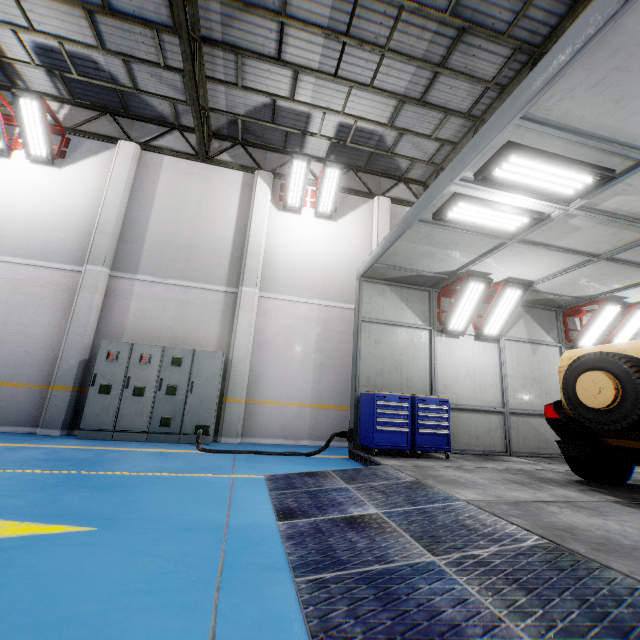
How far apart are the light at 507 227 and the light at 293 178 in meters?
5.4 m

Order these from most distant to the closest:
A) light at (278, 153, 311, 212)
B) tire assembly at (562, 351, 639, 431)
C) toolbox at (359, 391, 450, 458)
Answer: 1. light at (278, 153, 311, 212)
2. toolbox at (359, 391, 450, 458)
3. tire assembly at (562, 351, 639, 431)

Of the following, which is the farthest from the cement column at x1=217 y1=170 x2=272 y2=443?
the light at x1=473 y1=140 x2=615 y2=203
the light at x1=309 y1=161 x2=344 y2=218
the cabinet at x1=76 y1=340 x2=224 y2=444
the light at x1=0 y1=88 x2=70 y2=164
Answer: the light at x1=473 y1=140 x2=615 y2=203

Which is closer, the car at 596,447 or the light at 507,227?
the car at 596,447

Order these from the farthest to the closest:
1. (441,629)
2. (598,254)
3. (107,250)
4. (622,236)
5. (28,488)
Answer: (107,250) → (598,254) → (622,236) → (28,488) → (441,629)

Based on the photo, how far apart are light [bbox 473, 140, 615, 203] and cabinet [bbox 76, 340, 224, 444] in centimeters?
647cm

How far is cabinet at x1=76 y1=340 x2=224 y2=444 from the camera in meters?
7.2

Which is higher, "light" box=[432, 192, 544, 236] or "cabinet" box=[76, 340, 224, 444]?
"light" box=[432, 192, 544, 236]
